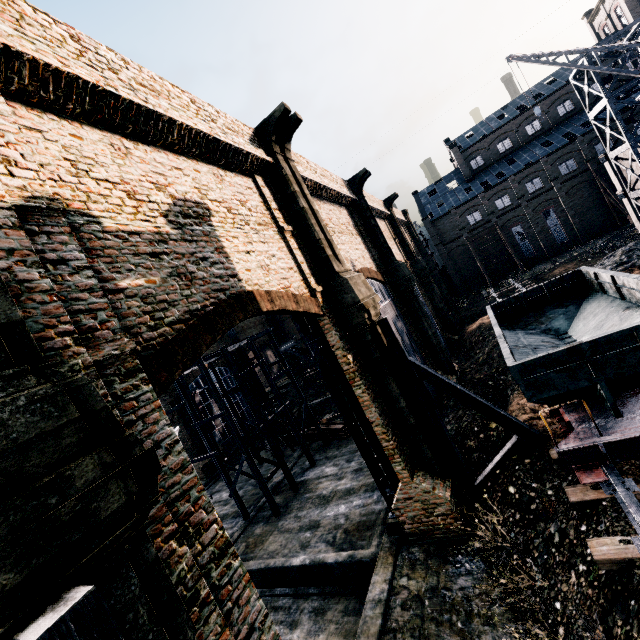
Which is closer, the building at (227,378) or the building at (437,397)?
the building at (437,397)

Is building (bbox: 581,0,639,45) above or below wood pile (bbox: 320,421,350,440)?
above

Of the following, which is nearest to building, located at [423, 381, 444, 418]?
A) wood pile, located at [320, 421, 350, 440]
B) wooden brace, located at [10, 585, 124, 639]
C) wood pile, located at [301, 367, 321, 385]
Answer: wooden brace, located at [10, 585, 124, 639]

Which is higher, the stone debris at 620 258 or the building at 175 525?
the building at 175 525

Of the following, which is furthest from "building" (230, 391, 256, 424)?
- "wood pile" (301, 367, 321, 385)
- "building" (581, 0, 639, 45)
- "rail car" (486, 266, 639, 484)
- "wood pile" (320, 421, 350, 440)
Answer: "building" (581, 0, 639, 45)

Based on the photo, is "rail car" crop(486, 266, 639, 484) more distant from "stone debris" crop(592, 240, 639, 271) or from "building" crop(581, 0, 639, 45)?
"building" crop(581, 0, 639, 45)

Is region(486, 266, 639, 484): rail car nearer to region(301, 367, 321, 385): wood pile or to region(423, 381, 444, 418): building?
region(423, 381, 444, 418): building

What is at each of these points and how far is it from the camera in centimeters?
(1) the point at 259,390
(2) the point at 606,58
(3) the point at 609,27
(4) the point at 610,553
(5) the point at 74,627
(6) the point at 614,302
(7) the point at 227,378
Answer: (1) building, 4856cm
(2) building, 2444cm
(3) building, 5012cm
(4) railway, 736cm
(5) wooden brace, 256cm
(6) rail car, 1398cm
(7) building, 4584cm
